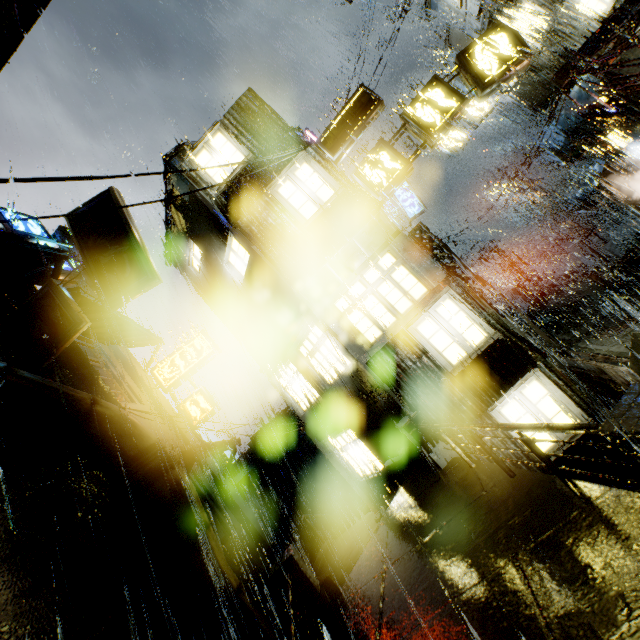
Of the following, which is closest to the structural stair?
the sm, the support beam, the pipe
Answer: the sm

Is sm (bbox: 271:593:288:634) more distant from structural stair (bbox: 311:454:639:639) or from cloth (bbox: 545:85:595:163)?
cloth (bbox: 545:85:595:163)

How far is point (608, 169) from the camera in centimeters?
1730cm

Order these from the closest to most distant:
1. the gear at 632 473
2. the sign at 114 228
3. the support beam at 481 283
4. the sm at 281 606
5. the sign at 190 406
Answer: the gear at 632 473 → the sign at 114 228 → the sm at 281 606 → the support beam at 481 283 → the sign at 190 406

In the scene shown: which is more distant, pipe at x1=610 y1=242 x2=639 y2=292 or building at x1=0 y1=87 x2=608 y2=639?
pipe at x1=610 y1=242 x2=639 y2=292

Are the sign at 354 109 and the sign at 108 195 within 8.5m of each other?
yes

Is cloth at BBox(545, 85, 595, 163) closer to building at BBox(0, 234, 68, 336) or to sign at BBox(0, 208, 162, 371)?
building at BBox(0, 234, 68, 336)

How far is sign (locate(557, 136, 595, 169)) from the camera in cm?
1675
